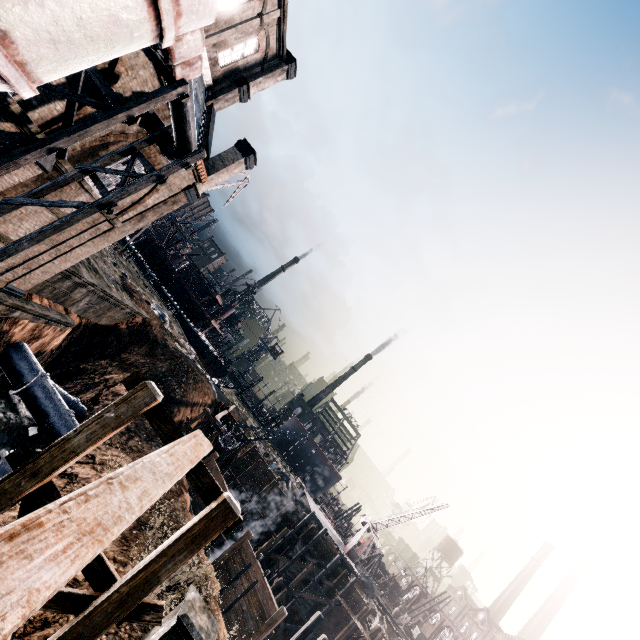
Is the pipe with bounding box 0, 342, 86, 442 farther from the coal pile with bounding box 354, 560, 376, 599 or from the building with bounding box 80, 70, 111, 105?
the coal pile with bounding box 354, 560, 376, 599

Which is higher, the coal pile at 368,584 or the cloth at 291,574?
the coal pile at 368,584

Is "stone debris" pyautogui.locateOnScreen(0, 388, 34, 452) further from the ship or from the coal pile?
the coal pile

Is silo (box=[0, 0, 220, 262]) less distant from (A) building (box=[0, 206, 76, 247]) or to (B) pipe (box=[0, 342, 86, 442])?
(A) building (box=[0, 206, 76, 247])

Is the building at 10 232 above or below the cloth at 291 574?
above

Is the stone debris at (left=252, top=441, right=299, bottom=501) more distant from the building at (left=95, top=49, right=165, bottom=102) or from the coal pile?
the building at (left=95, top=49, right=165, bottom=102)

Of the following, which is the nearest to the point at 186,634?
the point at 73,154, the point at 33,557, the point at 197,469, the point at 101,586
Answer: the point at 101,586

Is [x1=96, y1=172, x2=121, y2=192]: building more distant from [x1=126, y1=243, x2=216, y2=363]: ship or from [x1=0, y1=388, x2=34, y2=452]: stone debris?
[x1=126, y1=243, x2=216, y2=363]: ship
